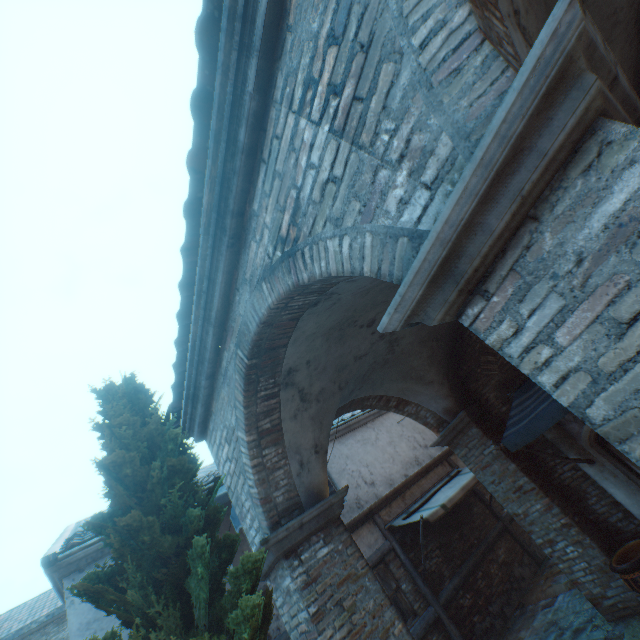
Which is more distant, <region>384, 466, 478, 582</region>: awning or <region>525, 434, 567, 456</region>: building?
<region>384, 466, 478, 582</region>: awning

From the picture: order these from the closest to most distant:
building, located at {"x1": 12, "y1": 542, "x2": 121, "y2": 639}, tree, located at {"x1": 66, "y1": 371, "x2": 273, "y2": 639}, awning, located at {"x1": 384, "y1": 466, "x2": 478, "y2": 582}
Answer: tree, located at {"x1": 66, "y1": 371, "x2": 273, "y2": 639}, building, located at {"x1": 12, "y1": 542, "x2": 121, "y2": 639}, awning, located at {"x1": 384, "y1": 466, "x2": 478, "y2": 582}

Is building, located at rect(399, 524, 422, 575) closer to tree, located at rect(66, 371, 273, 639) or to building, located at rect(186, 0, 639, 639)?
building, located at rect(186, 0, 639, 639)

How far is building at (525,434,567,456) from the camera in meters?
6.4

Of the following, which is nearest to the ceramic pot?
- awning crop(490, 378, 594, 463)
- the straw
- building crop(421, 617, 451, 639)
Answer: the straw

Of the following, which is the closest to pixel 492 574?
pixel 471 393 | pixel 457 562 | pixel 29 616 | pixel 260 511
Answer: pixel 457 562

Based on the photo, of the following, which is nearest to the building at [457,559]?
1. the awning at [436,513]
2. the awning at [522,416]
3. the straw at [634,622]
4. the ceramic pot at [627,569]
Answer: the awning at [436,513]

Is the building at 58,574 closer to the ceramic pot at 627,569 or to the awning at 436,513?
the awning at 436,513
